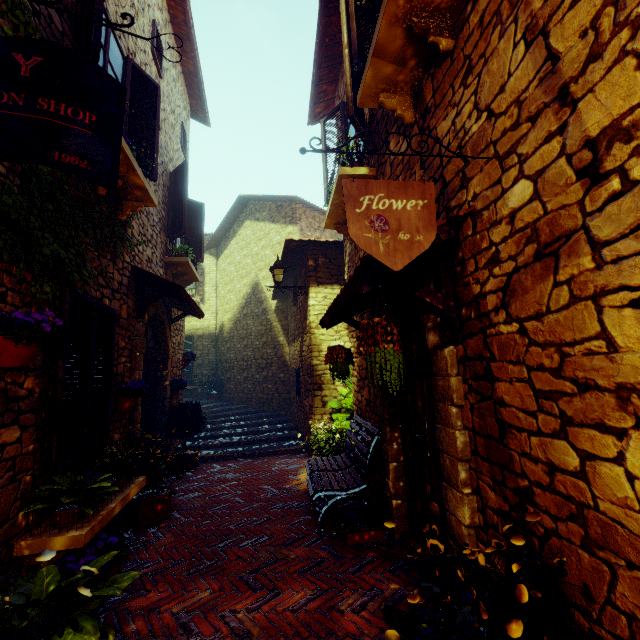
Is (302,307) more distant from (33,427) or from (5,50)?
(5,50)

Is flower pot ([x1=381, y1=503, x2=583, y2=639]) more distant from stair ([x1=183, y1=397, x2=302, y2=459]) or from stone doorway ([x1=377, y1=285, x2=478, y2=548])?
stair ([x1=183, y1=397, x2=302, y2=459])

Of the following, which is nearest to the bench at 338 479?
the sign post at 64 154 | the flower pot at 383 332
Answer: the flower pot at 383 332

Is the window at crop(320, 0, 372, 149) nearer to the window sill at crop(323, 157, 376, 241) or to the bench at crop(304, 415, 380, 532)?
the window sill at crop(323, 157, 376, 241)

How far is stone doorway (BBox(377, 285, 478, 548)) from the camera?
2.08m

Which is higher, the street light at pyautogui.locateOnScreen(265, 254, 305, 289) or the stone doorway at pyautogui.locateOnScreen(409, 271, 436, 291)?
the street light at pyautogui.locateOnScreen(265, 254, 305, 289)

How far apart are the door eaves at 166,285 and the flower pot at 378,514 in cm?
382

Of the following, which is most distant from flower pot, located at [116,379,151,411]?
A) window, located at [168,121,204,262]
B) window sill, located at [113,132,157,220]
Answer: window, located at [168,121,204,262]
